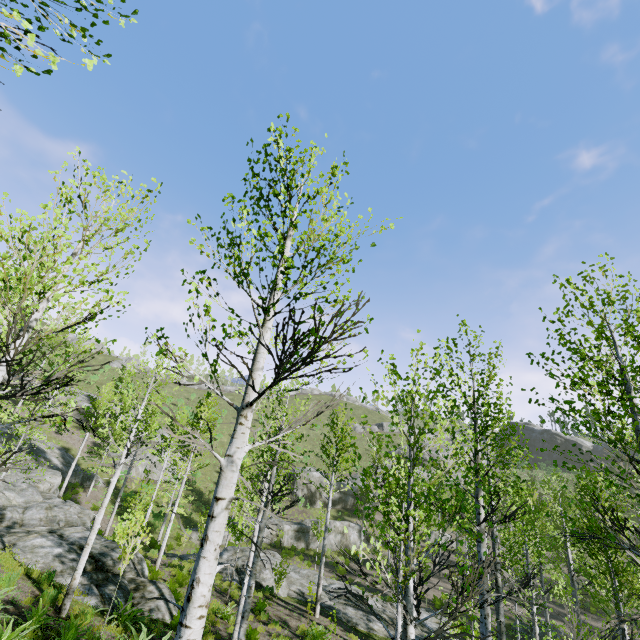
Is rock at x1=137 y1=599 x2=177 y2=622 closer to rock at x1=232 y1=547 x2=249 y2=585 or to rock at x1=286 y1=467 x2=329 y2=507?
rock at x1=232 y1=547 x2=249 y2=585

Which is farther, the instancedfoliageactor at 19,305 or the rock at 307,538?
the rock at 307,538

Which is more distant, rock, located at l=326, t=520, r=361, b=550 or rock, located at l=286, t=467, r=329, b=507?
rock, located at l=286, t=467, r=329, b=507

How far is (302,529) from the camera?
32.8 meters

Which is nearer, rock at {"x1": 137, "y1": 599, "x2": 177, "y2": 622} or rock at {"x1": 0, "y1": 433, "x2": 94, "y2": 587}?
rock at {"x1": 137, "y1": 599, "x2": 177, "y2": 622}

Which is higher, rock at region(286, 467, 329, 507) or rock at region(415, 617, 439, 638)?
rock at region(286, 467, 329, 507)

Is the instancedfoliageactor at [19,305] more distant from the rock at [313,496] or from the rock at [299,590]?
the rock at [313,496]

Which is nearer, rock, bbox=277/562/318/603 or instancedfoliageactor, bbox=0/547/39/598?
instancedfoliageactor, bbox=0/547/39/598
